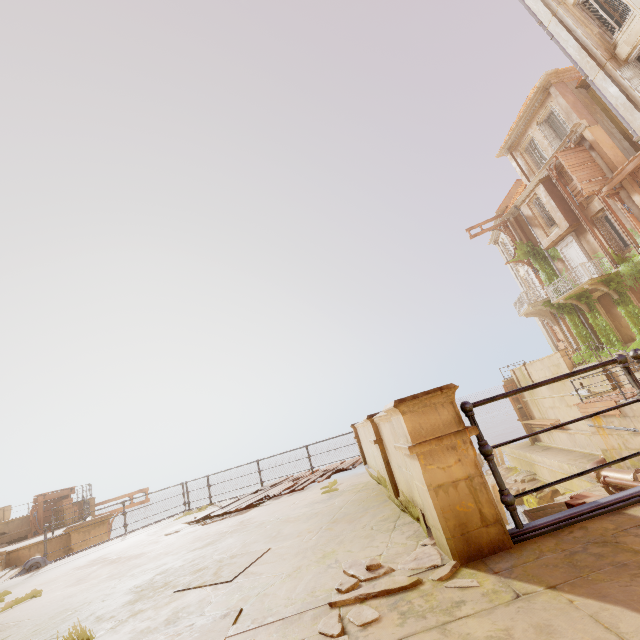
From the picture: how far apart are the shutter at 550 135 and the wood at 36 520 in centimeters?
3800cm

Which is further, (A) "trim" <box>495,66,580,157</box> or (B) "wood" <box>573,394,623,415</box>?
(A) "trim" <box>495,66,580,157</box>

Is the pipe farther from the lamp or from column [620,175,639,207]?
the lamp

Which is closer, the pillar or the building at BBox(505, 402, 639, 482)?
the building at BBox(505, 402, 639, 482)

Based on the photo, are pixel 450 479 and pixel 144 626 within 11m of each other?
yes

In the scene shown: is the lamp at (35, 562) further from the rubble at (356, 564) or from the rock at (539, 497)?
the rock at (539, 497)

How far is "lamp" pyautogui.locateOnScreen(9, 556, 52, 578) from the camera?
8.6 meters

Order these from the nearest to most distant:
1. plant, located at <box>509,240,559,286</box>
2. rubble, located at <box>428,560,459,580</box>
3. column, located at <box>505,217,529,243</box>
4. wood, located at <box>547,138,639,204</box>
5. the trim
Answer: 1. rubble, located at <box>428,560,459,580</box>
2. wood, located at <box>547,138,639,204</box>
3. the trim
4. plant, located at <box>509,240,559,286</box>
5. column, located at <box>505,217,529,243</box>
